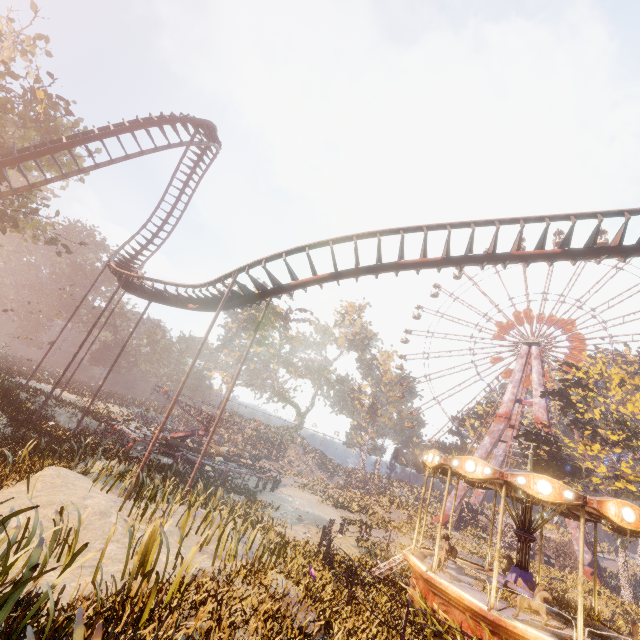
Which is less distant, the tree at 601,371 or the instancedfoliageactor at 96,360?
the instancedfoliageactor at 96,360

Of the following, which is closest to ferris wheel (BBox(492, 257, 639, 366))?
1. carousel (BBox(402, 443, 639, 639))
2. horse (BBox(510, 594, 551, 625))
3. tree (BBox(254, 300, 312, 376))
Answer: tree (BBox(254, 300, 312, 376))

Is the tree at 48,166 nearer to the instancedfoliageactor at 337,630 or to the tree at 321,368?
the instancedfoliageactor at 337,630

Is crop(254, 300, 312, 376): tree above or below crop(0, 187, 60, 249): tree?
above

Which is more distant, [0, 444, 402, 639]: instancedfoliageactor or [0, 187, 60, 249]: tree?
[0, 187, 60, 249]: tree

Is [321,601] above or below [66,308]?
below

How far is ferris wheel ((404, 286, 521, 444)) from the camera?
49.0 meters

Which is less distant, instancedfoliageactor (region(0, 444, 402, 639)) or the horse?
instancedfoliageactor (region(0, 444, 402, 639))
